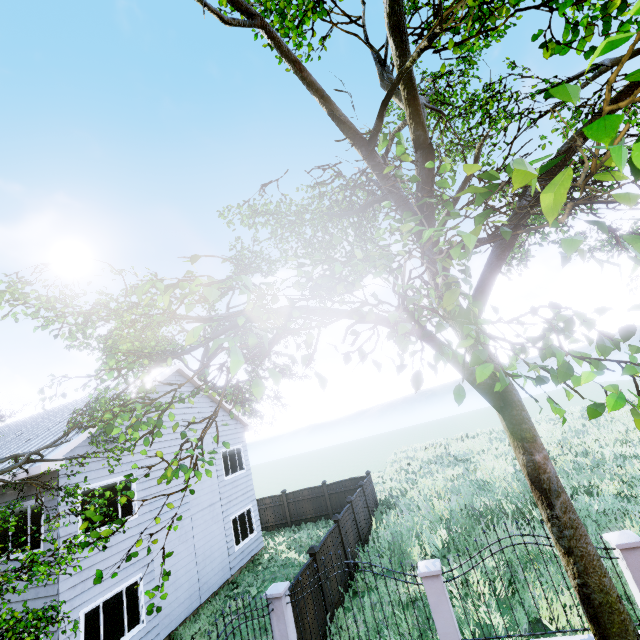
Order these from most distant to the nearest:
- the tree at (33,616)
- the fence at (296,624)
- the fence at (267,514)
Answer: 1. the fence at (267,514)
2. the fence at (296,624)
3. the tree at (33,616)

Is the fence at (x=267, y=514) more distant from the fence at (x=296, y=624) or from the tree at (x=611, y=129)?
the fence at (x=296, y=624)

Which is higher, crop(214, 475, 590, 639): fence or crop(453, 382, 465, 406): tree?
crop(453, 382, 465, 406): tree

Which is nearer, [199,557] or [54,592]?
[54,592]

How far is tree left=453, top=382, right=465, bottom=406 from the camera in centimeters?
228cm

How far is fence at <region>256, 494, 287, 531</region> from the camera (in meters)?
19.44

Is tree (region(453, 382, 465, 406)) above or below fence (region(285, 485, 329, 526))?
above
